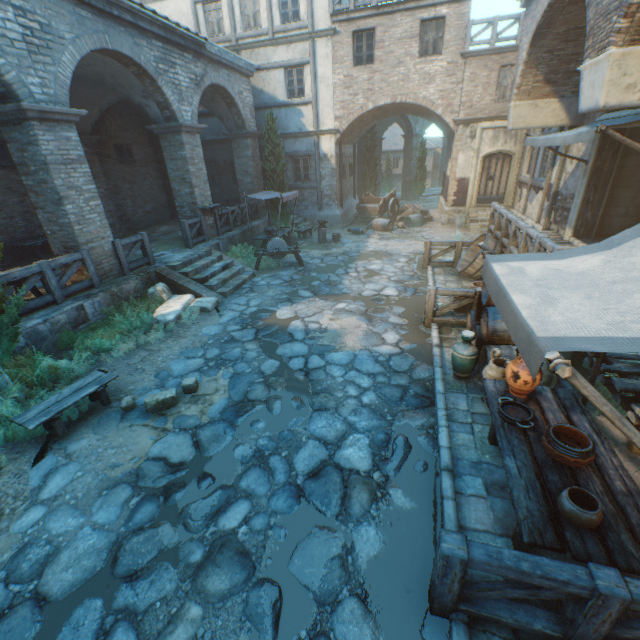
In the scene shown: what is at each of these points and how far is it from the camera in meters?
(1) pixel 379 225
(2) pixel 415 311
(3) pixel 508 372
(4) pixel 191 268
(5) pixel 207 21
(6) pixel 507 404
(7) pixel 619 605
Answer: (1) barrel, 16.9
(2) ground stones, 8.3
(3) ceramic pot, 4.0
(4) stairs, 10.2
(5) building, 16.2
(6) iron pot, 4.0
(7) fence, 2.2

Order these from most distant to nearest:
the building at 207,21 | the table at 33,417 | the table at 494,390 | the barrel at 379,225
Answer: the barrel at 379,225, the building at 207,21, the table at 33,417, the table at 494,390

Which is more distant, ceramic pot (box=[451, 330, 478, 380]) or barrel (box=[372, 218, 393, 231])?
barrel (box=[372, 218, 393, 231])

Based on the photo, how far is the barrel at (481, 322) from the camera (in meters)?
5.26

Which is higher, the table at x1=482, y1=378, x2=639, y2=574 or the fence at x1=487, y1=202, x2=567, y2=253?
the fence at x1=487, y1=202, x2=567, y2=253

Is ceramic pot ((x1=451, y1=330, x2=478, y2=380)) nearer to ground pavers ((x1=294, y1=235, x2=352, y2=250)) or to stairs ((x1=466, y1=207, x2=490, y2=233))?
ground pavers ((x1=294, y1=235, x2=352, y2=250))

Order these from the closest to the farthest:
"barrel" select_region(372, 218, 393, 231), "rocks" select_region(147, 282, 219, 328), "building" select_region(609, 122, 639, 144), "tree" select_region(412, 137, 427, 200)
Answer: "building" select_region(609, 122, 639, 144) → "rocks" select_region(147, 282, 219, 328) → "barrel" select_region(372, 218, 393, 231) → "tree" select_region(412, 137, 427, 200)

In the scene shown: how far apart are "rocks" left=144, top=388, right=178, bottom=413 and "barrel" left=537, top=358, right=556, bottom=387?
5.2m
